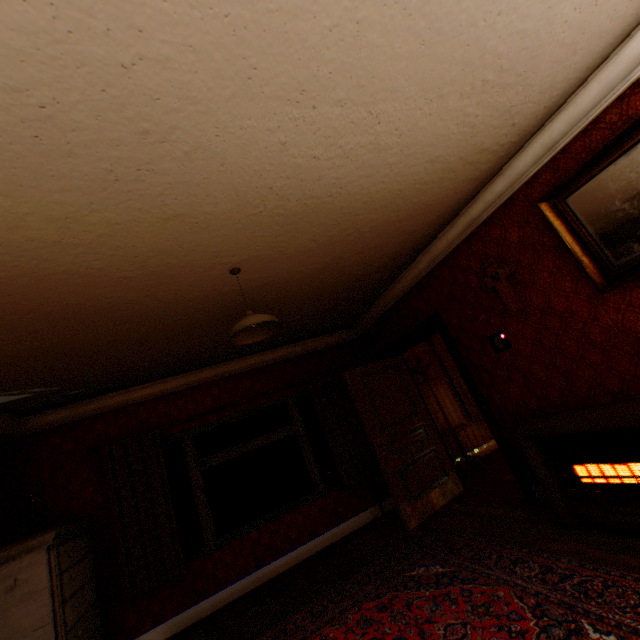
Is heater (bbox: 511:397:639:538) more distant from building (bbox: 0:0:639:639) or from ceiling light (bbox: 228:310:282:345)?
ceiling light (bbox: 228:310:282:345)

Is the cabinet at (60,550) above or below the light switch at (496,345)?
below

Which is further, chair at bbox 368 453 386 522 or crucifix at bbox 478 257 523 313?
chair at bbox 368 453 386 522

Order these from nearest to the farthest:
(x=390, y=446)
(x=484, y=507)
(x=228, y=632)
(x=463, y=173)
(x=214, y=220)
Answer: (x=214, y=220)
(x=463, y=173)
(x=228, y=632)
(x=484, y=507)
(x=390, y=446)

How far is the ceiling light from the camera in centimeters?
262cm

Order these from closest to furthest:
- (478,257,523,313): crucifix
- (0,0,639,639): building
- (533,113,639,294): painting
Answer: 1. (0,0,639,639): building
2. (533,113,639,294): painting
3. (478,257,523,313): crucifix

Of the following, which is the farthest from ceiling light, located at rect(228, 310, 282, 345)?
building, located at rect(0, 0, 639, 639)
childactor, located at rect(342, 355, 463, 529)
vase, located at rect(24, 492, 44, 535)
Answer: vase, located at rect(24, 492, 44, 535)

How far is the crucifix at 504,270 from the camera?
3.3m
